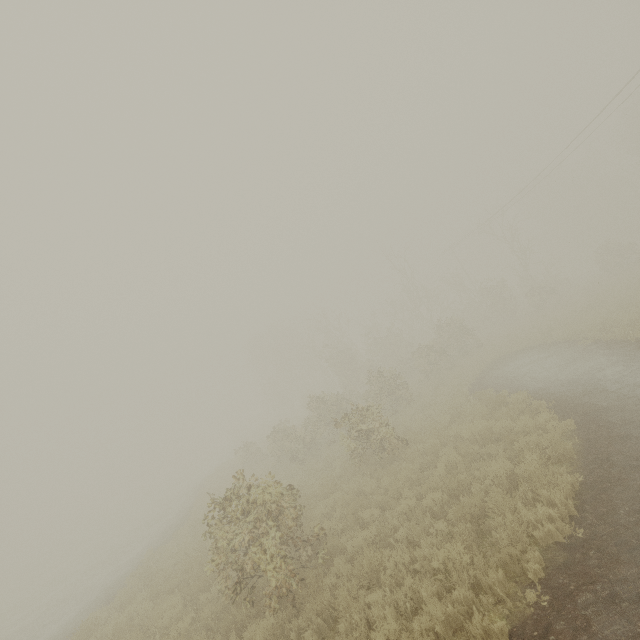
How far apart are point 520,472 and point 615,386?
5.6 meters
